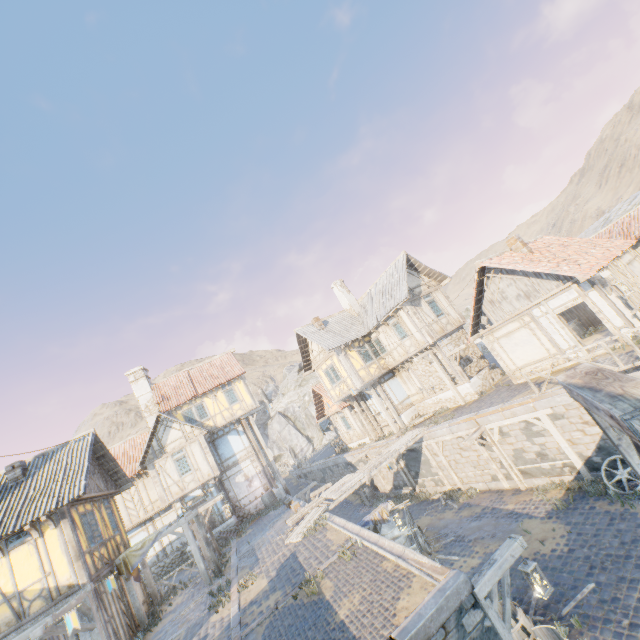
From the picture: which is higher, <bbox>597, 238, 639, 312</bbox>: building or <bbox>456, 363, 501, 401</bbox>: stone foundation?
<bbox>597, 238, 639, 312</bbox>: building

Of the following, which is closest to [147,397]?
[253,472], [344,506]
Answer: [253,472]

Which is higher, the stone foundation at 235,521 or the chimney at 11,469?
the chimney at 11,469

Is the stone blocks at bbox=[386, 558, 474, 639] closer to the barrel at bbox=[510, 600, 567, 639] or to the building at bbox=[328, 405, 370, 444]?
the building at bbox=[328, 405, 370, 444]

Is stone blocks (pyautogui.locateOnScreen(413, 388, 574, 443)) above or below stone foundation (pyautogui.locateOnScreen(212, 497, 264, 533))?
below

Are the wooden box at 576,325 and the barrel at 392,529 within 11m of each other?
no

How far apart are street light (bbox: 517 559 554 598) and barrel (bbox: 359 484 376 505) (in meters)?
17.58

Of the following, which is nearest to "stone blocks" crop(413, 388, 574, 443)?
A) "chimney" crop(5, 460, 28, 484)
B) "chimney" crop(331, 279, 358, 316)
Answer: "chimney" crop(5, 460, 28, 484)
